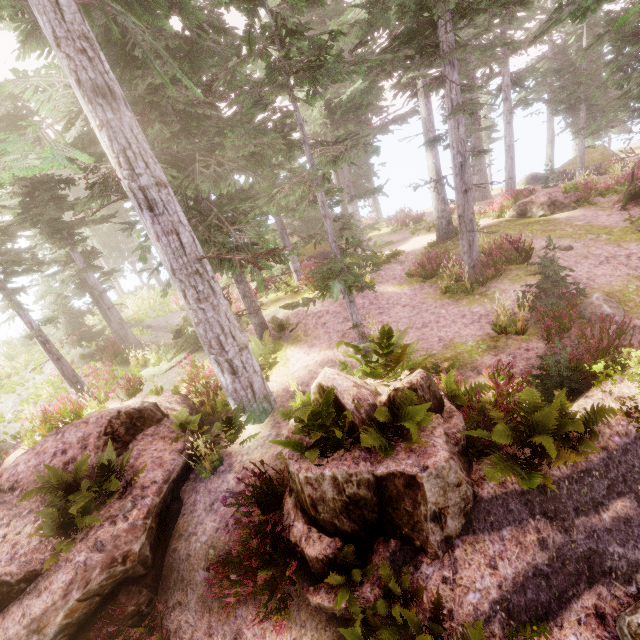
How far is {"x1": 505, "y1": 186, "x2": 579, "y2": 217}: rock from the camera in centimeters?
1564cm

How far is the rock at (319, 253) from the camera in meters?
24.2

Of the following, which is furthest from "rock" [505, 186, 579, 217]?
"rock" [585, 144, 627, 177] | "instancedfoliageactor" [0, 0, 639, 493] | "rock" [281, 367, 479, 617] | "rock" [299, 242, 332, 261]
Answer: "rock" [281, 367, 479, 617]

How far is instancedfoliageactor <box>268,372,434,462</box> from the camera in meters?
5.0

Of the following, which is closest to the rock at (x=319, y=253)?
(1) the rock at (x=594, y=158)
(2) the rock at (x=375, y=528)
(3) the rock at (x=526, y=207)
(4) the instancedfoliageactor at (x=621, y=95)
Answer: (4) the instancedfoliageactor at (x=621, y=95)

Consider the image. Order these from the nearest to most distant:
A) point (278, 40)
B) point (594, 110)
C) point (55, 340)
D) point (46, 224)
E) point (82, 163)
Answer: point (278, 40)
point (82, 163)
point (46, 224)
point (55, 340)
point (594, 110)

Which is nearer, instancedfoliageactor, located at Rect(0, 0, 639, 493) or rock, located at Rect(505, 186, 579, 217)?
instancedfoliageactor, located at Rect(0, 0, 639, 493)

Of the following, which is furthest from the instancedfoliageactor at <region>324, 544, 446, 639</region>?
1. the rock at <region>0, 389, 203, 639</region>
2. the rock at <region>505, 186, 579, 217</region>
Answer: the rock at <region>505, 186, 579, 217</region>
